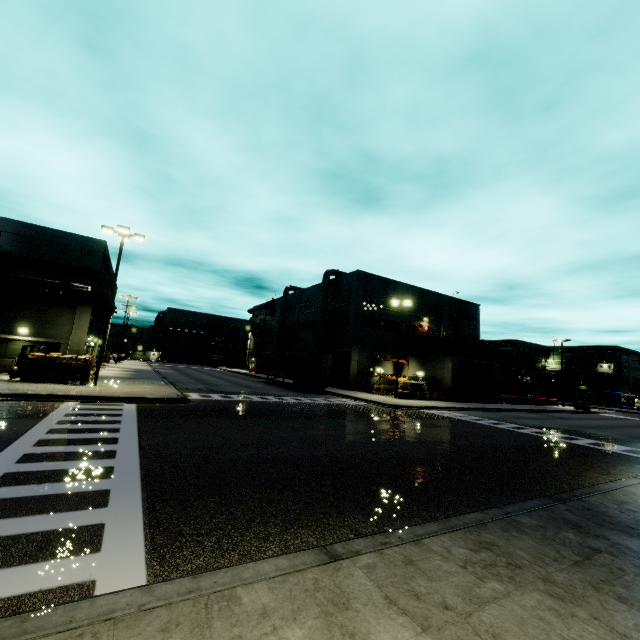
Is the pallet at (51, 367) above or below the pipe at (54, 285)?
below

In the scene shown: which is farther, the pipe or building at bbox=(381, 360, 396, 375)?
building at bbox=(381, 360, 396, 375)

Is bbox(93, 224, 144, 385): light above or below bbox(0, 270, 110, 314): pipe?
above

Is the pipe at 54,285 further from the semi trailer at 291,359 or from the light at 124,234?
the light at 124,234

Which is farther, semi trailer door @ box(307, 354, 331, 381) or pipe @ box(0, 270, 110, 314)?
semi trailer door @ box(307, 354, 331, 381)

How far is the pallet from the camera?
18.6 meters

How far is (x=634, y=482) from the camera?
9.1m

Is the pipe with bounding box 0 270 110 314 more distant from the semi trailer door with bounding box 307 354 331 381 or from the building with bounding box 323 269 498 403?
the semi trailer door with bounding box 307 354 331 381
